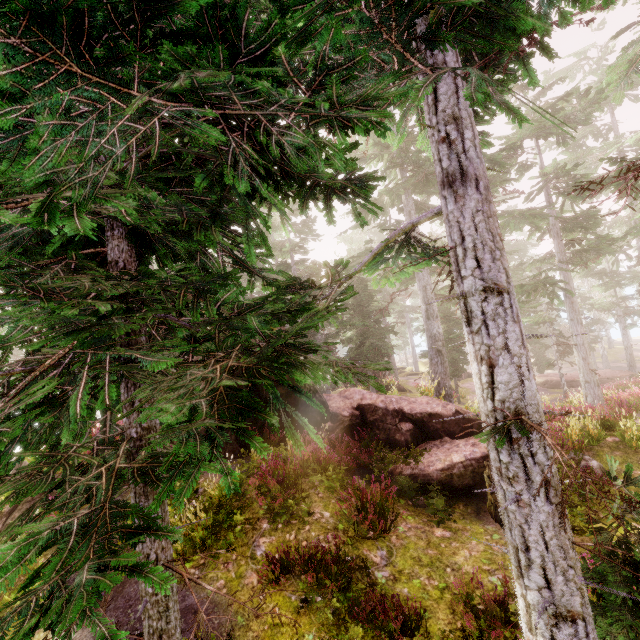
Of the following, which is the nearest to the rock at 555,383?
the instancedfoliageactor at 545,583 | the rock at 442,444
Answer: the instancedfoliageactor at 545,583

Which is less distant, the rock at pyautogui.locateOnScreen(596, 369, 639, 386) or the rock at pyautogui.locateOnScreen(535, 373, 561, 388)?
the rock at pyautogui.locateOnScreen(596, 369, 639, 386)

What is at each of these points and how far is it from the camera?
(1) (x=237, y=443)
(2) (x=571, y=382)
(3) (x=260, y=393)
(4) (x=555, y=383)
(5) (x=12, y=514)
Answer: (1) rock, 10.83m
(2) rock, 29.22m
(3) rock, 12.19m
(4) rock, 29.98m
(5) rock, 8.55m

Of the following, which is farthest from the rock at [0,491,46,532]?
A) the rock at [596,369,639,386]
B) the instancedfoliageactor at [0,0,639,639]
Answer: the rock at [596,369,639,386]

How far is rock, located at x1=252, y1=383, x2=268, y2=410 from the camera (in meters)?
11.88

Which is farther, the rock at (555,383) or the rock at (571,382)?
the rock at (555,383)

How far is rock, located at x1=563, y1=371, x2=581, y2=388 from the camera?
28.76m

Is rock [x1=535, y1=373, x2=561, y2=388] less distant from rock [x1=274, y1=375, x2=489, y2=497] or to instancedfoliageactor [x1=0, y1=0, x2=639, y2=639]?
instancedfoliageactor [x1=0, y1=0, x2=639, y2=639]
